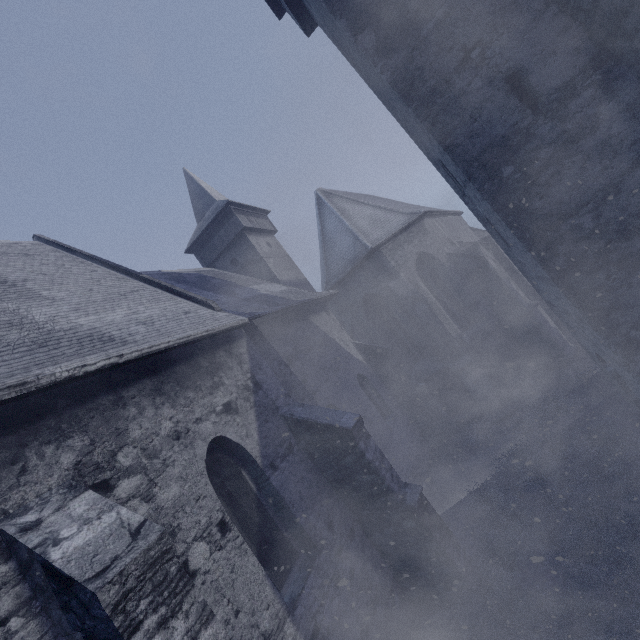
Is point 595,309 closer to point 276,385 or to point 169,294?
point 276,385
